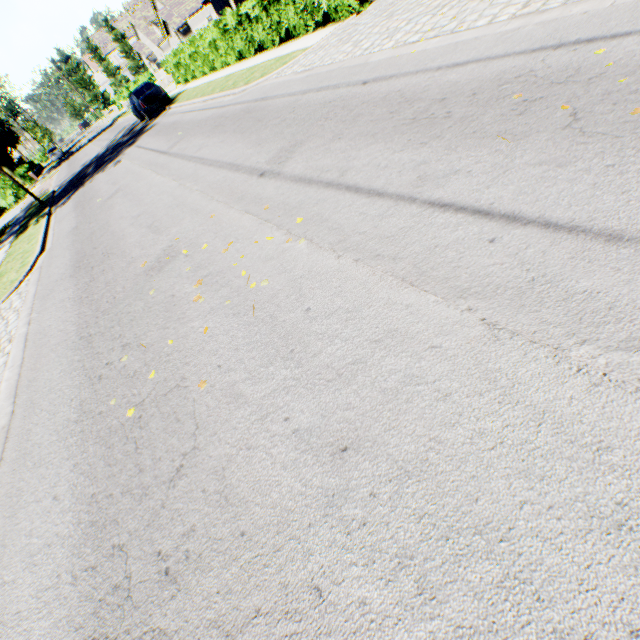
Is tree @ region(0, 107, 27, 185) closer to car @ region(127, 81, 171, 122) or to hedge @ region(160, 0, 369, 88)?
hedge @ region(160, 0, 369, 88)

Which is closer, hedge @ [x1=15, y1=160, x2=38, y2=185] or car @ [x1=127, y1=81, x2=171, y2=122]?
car @ [x1=127, y1=81, x2=171, y2=122]

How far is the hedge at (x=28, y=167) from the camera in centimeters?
4094cm

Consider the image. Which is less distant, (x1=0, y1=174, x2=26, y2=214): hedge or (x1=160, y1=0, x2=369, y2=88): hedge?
(x1=160, y1=0, x2=369, y2=88): hedge

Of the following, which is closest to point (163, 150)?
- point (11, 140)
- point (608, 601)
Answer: point (608, 601)

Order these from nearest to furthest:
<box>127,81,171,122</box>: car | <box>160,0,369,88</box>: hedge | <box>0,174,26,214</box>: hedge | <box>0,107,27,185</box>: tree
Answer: <box>160,0,369,88</box>: hedge
<box>127,81,171,122</box>: car
<box>0,174,26,214</box>: hedge
<box>0,107,27,185</box>: tree

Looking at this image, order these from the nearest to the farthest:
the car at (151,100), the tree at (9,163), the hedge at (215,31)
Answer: the hedge at (215,31) < the car at (151,100) < the tree at (9,163)
